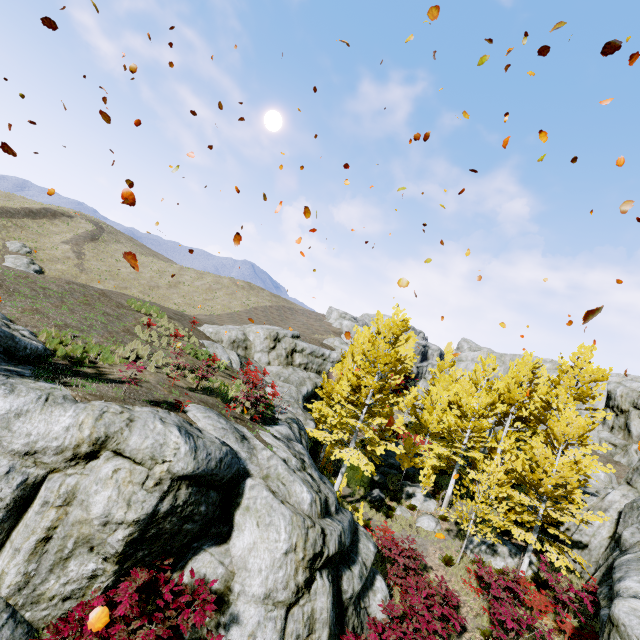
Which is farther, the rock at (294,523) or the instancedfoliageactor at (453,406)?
the instancedfoliageactor at (453,406)

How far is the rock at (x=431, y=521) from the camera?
18.2 meters

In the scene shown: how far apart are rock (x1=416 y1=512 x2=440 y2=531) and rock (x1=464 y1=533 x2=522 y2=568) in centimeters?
135cm

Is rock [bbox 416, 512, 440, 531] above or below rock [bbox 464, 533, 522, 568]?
below

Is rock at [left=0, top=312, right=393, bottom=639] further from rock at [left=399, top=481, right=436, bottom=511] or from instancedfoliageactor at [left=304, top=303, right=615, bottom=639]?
rock at [left=399, top=481, right=436, bottom=511]

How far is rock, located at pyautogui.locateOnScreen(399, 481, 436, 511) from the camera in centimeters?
2009cm

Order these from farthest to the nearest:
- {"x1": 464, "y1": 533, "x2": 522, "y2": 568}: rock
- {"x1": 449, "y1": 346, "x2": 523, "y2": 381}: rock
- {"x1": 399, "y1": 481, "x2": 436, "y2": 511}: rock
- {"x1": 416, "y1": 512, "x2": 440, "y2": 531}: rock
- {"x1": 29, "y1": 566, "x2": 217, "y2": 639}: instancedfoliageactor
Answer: {"x1": 449, "y1": 346, "x2": 523, "y2": 381}: rock
{"x1": 399, "y1": 481, "x2": 436, "y2": 511}: rock
{"x1": 416, "y1": 512, "x2": 440, "y2": 531}: rock
{"x1": 464, "y1": 533, "x2": 522, "y2": 568}: rock
{"x1": 29, "y1": 566, "x2": 217, "y2": 639}: instancedfoliageactor

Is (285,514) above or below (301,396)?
below
